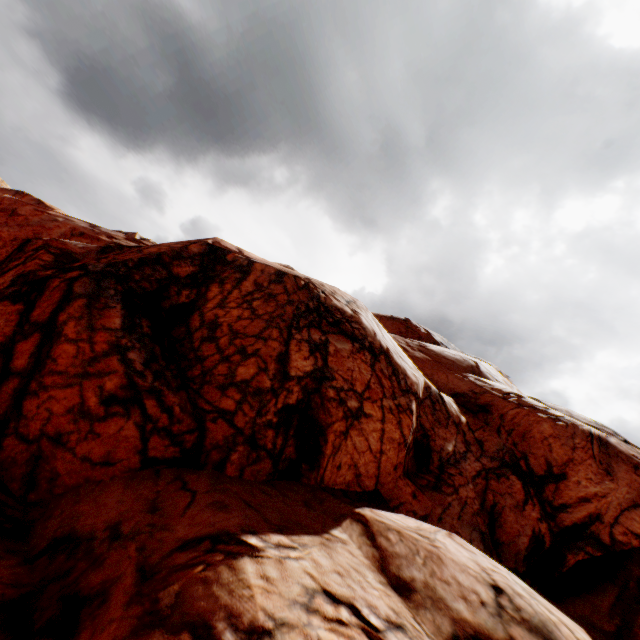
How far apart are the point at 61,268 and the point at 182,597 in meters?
8.7 m
